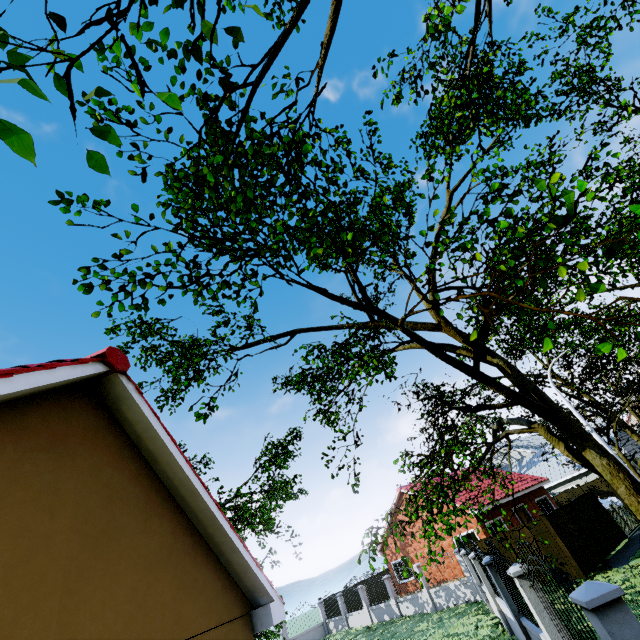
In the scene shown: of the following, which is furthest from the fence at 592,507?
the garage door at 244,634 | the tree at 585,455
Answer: the garage door at 244,634

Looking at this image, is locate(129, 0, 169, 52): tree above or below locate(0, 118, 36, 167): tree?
above

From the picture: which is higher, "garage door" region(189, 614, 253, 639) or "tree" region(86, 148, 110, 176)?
"tree" region(86, 148, 110, 176)

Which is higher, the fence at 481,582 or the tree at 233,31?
the tree at 233,31

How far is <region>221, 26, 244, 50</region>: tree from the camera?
1.95m

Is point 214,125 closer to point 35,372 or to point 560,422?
point 35,372

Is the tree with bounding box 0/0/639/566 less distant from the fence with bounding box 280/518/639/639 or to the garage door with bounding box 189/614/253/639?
the fence with bounding box 280/518/639/639
